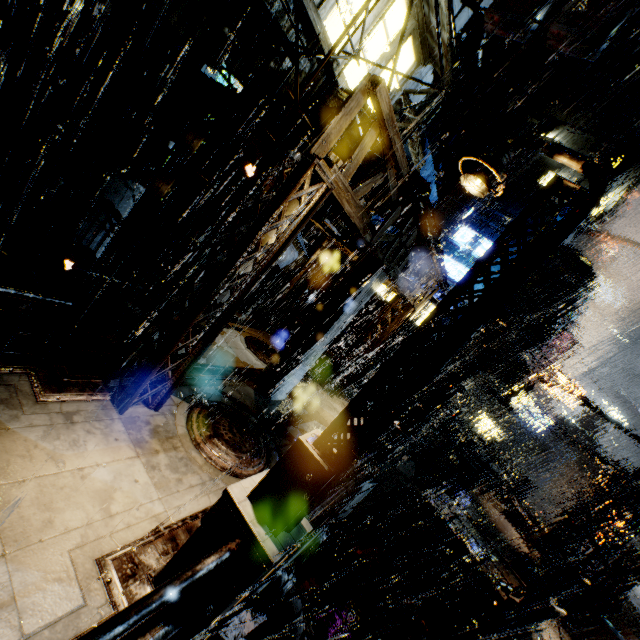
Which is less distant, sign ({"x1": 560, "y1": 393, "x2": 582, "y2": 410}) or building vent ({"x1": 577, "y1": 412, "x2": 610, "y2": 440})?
sign ({"x1": 560, "y1": 393, "x2": 582, "y2": 410})

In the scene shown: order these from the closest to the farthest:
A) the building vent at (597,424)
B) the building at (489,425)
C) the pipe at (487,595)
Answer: the pipe at (487,595), the building at (489,425), the building vent at (597,424)

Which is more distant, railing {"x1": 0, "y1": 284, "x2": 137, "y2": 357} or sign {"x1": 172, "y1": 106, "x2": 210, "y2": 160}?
sign {"x1": 172, "y1": 106, "x2": 210, "y2": 160}

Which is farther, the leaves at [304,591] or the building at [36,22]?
the leaves at [304,591]

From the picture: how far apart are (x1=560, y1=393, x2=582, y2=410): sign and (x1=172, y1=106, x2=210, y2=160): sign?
48.3 meters

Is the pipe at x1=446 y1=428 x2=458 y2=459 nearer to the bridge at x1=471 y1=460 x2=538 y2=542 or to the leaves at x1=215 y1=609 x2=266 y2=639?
the bridge at x1=471 y1=460 x2=538 y2=542

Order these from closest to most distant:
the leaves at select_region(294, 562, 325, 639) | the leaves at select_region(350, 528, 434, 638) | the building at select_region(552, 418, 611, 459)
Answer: the leaves at select_region(294, 562, 325, 639) < the leaves at select_region(350, 528, 434, 638) < the building at select_region(552, 418, 611, 459)

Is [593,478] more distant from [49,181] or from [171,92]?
[49,181]
